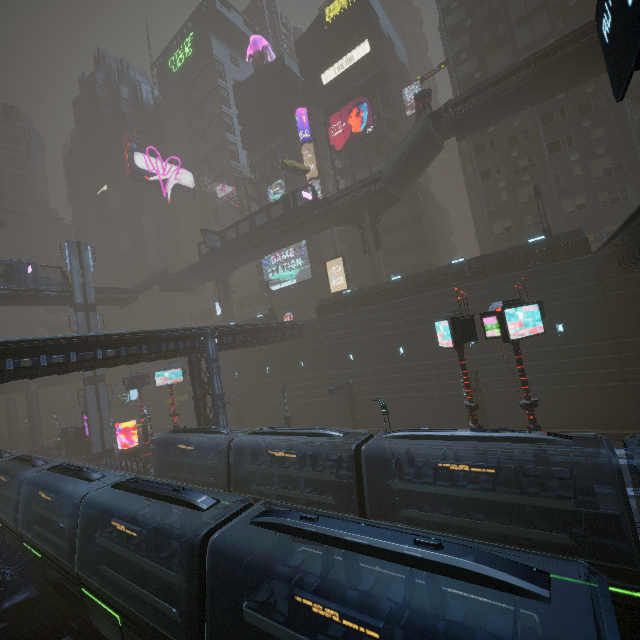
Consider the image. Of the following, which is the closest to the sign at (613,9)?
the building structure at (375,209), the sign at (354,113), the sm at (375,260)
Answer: the sm at (375,260)

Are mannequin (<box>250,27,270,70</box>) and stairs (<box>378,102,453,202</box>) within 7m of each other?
no

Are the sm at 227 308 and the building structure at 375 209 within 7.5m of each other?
no

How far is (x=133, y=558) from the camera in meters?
10.2 m

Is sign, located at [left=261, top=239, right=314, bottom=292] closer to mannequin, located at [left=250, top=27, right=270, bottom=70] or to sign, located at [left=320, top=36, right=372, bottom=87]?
sign, located at [left=320, top=36, right=372, bottom=87]

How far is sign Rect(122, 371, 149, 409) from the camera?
33.72m

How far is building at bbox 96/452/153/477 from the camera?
29.6 meters

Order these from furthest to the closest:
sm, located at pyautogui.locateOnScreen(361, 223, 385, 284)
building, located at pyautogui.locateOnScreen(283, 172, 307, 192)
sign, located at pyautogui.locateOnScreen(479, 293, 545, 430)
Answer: building, located at pyautogui.locateOnScreen(283, 172, 307, 192)
sm, located at pyautogui.locateOnScreen(361, 223, 385, 284)
sign, located at pyautogui.locateOnScreen(479, 293, 545, 430)
